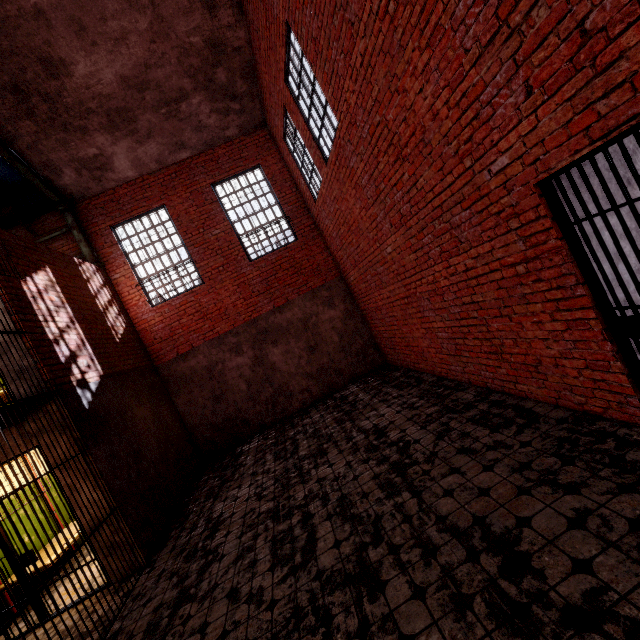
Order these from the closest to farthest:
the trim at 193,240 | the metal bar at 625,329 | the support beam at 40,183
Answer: the metal bar at 625,329
the support beam at 40,183
the trim at 193,240

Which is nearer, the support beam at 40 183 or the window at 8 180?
the support beam at 40 183

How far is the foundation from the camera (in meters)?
8.93

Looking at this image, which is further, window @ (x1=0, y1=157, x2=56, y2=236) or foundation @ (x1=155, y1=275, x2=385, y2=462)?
foundation @ (x1=155, y1=275, x2=385, y2=462)

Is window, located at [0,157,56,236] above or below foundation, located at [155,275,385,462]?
above

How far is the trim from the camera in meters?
8.9

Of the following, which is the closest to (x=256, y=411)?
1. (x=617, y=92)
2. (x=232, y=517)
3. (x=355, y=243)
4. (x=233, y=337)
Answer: (x=233, y=337)

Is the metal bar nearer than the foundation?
Yes
